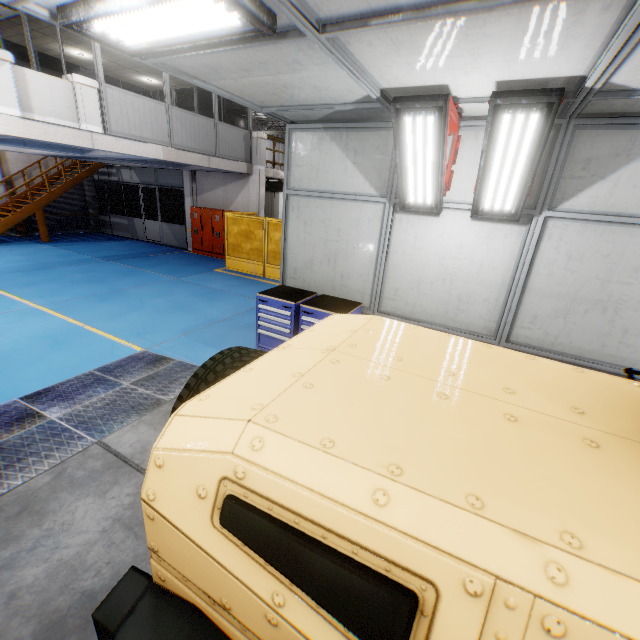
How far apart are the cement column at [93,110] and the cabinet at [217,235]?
5.96m

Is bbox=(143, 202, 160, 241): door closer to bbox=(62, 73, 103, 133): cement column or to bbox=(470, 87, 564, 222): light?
bbox=(62, 73, 103, 133): cement column

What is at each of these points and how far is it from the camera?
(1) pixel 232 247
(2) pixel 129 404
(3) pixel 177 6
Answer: (1) metal panel, 13.0 meters
(2) metal ramp, 4.5 meters
(3) light, 2.1 meters

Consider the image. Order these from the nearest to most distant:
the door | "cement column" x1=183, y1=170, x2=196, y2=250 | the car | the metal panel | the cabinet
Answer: the car → the metal panel → the cabinet → "cement column" x1=183, y1=170, x2=196, y2=250 → the door

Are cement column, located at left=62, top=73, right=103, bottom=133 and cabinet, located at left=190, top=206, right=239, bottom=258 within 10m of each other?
yes

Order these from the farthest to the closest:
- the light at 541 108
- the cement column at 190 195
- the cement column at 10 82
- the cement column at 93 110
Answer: the cement column at 190 195, the cement column at 93 110, the cement column at 10 82, the light at 541 108

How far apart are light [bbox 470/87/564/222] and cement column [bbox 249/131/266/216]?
11.3m

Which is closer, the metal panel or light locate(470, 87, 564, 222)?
light locate(470, 87, 564, 222)
